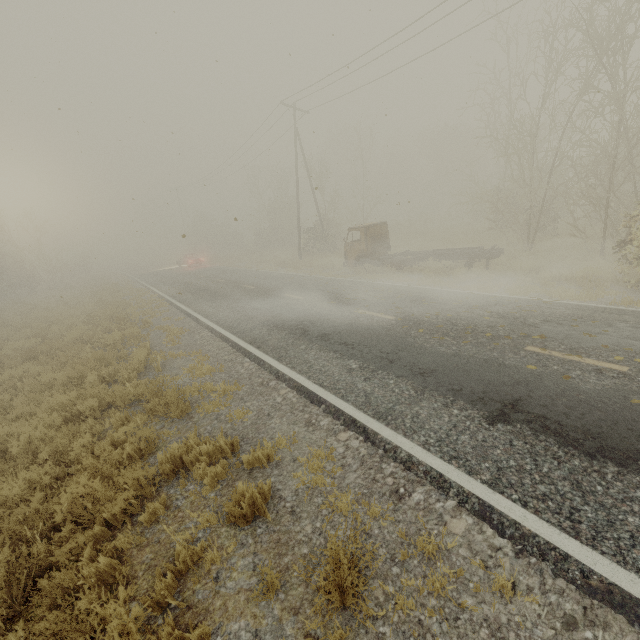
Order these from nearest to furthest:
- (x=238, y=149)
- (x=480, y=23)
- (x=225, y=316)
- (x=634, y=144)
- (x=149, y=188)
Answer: (x=634, y=144) → (x=225, y=316) → (x=480, y=23) → (x=149, y=188) → (x=238, y=149)

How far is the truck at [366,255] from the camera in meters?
14.9 m

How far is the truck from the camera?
14.86m
